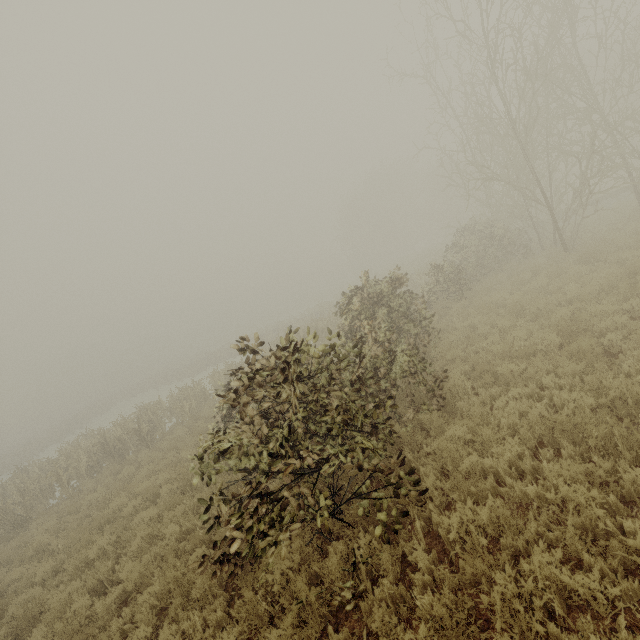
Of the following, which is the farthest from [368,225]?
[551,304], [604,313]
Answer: [604,313]
